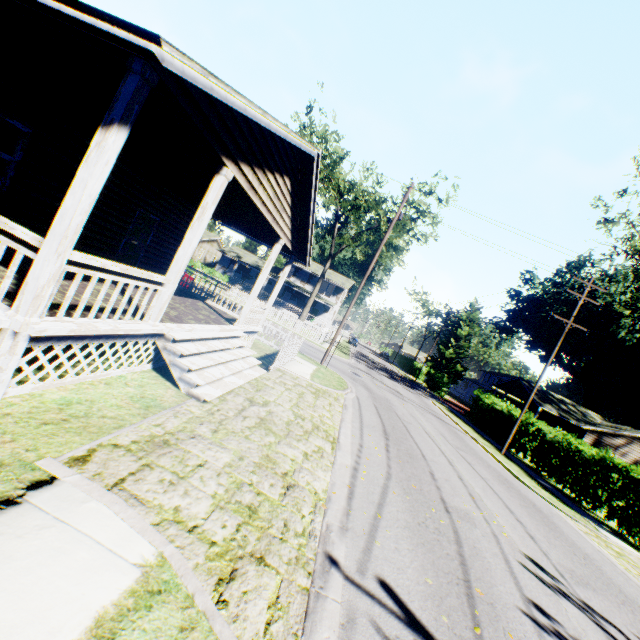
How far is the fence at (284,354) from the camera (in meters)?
11.99

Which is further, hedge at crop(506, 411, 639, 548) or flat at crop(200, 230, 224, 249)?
flat at crop(200, 230, 224, 249)

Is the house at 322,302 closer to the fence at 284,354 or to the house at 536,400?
the house at 536,400

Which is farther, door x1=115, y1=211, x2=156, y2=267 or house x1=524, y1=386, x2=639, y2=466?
house x1=524, y1=386, x2=639, y2=466

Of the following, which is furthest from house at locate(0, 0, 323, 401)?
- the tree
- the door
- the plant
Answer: the plant

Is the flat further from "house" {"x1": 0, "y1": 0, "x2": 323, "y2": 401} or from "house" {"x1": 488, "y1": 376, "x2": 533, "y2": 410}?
"house" {"x1": 488, "y1": 376, "x2": 533, "y2": 410}

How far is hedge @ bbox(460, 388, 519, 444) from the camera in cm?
2436

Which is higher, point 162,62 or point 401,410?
point 162,62
